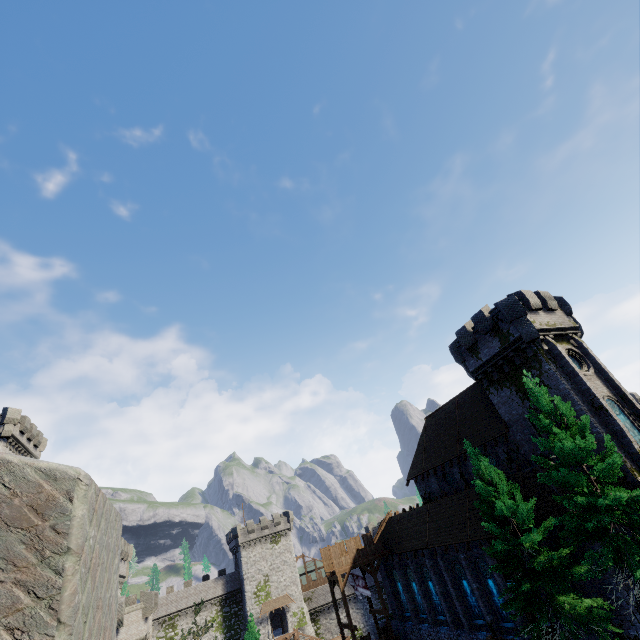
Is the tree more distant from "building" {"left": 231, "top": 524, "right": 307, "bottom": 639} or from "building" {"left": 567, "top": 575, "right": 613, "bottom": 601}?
"building" {"left": 231, "top": 524, "right": 307, "bottom": 639}

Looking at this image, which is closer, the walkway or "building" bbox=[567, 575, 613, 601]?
"building" bbox=[567, 575, 613, 601]

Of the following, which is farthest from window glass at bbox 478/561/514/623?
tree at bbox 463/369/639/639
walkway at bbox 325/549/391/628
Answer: walkway at bbox 325/549/391/628

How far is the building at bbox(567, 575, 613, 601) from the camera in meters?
17.6 m

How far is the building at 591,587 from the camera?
17.6 meters

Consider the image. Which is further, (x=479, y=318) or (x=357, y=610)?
(x=357, y=610)

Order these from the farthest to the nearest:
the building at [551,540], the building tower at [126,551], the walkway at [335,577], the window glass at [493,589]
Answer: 1. the building tower at [126,551]
2. the walkway at [335,577]
3. the window glass at [493,589]
4. the building at [551,540]

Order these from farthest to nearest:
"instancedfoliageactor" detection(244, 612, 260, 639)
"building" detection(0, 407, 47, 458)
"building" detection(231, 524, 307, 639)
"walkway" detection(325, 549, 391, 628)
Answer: "building" detection(231, 524, 307, 639) → "instancedfoliageactor" detection(244, 612, 260, 639) → "building" detection(0, 407, 47, 458) → "walkway" detection(325, 549, 391, 628)
